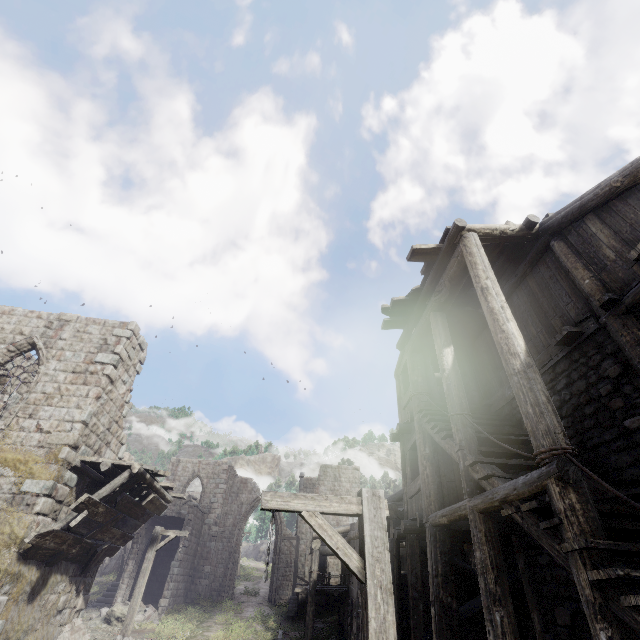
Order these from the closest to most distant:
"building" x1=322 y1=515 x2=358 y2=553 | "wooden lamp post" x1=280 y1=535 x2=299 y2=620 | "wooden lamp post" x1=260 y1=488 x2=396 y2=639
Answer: "wooden lamp post" x1=260 y1=488 x2=396 y2=639
"building" x1=322 y1=515 x2=358 y2=553
"wooden lamp post" x1=280 y1=535 x2=299 y2=620

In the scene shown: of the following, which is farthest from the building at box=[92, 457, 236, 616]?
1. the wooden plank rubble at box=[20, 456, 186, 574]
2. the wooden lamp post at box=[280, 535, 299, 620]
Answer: the wooden lamp post at box=[280, 535, 299, 620]

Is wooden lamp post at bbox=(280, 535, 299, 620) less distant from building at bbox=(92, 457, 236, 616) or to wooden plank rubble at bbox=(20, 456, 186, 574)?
Result: building at bbox=(92, 457, 236, 616)

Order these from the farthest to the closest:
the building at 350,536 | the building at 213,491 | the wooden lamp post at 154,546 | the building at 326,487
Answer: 1. the building at 326,487
2. the building at 213,491
3. the building at 350,536
4. the wooden lamp post at 154,546

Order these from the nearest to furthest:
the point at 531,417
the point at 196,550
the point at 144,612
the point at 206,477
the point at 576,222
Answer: the point at 531,417 → the point at 576,222 → the point at 144,612 → the point at 196,550 → the point at 206,477

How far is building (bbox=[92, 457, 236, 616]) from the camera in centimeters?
2283cm

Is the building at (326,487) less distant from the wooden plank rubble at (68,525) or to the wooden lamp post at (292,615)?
the wooden plank rubble at (68,525)

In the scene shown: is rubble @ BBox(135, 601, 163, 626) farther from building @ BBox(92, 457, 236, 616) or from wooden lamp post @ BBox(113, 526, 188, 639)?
wooden lamp post @ BBox(113, 526, 188, 639)
